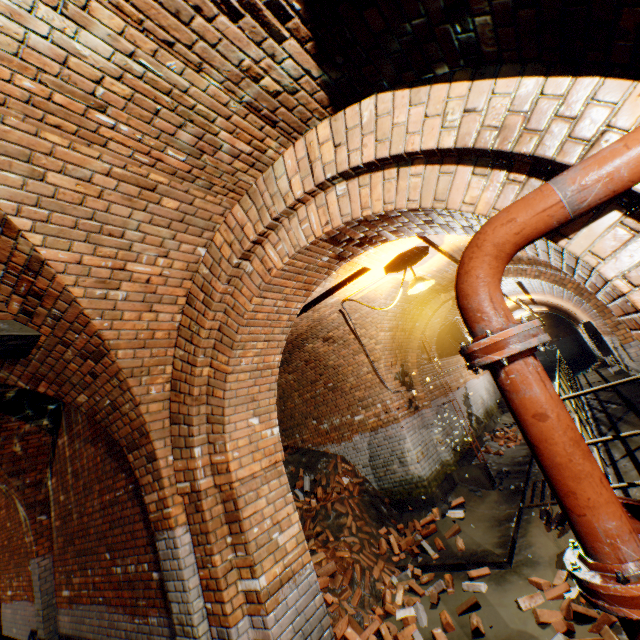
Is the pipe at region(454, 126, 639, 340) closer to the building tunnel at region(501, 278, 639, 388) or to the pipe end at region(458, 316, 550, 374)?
the pipe end at region(458, 316, 550, 374)

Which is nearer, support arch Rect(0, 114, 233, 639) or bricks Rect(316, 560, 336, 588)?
support arch Rect(0, 114, 233, 639)

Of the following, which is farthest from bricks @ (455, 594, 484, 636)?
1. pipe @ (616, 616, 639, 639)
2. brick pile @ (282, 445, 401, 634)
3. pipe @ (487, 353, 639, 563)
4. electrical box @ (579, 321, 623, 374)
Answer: electrical box @ (579, 321, 623, 374)

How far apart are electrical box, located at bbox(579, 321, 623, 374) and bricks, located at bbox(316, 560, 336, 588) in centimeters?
1130cm

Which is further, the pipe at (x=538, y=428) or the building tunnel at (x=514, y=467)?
the building tunnel at (x=514, y=467)

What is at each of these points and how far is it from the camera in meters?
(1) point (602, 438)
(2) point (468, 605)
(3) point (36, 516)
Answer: (1) walkway, 3.4 m
(2) bricks, 4.2 m
(3) support arch, 5.9 m

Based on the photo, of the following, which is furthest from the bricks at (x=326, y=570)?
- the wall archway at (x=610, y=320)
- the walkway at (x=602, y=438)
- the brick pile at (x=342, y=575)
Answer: the walkway at (x=602, y=438)

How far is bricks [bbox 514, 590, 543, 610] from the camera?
3.92m
